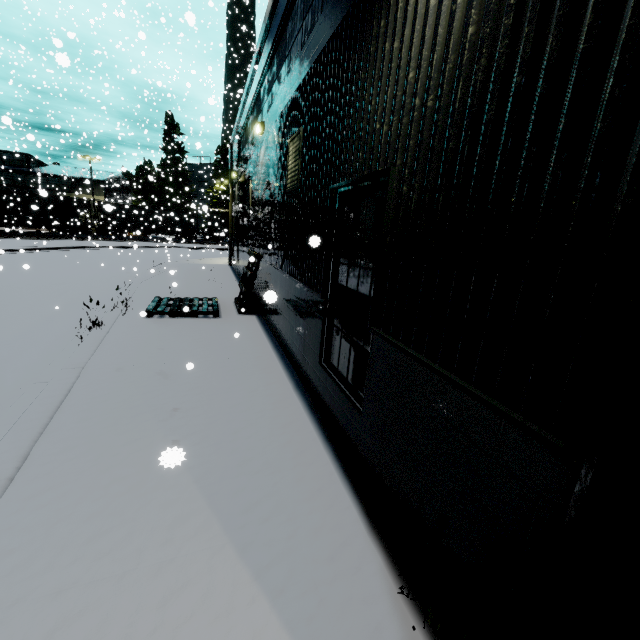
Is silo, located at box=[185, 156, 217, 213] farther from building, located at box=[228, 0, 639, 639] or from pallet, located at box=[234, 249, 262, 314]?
pallet, located at box=[234, 249, 262, 314]

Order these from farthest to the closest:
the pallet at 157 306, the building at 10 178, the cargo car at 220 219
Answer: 1. the building at 10 178
2. the cargo car at 220 219
3. the pallet at 157 306

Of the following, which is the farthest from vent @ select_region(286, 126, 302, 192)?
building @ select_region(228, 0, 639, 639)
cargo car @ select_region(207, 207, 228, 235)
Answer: cargo car @ select_region(207, 207, 228, 235)

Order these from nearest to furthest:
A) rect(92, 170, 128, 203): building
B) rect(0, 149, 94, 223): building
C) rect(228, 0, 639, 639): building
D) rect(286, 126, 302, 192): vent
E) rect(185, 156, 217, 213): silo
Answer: rect(228, 0, 639, 639): building < rect(286, 126, 302, 192): vent < rect(92, 170, 128, 203): building < rect(185, 156, 217, 213): silo < rect(0, 149, 94, 223): building

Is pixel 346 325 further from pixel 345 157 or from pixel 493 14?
pixel 493 14

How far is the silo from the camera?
38.6 meters

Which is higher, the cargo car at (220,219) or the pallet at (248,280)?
the cargo car at (220,219)

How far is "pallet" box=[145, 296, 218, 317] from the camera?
8.9m
